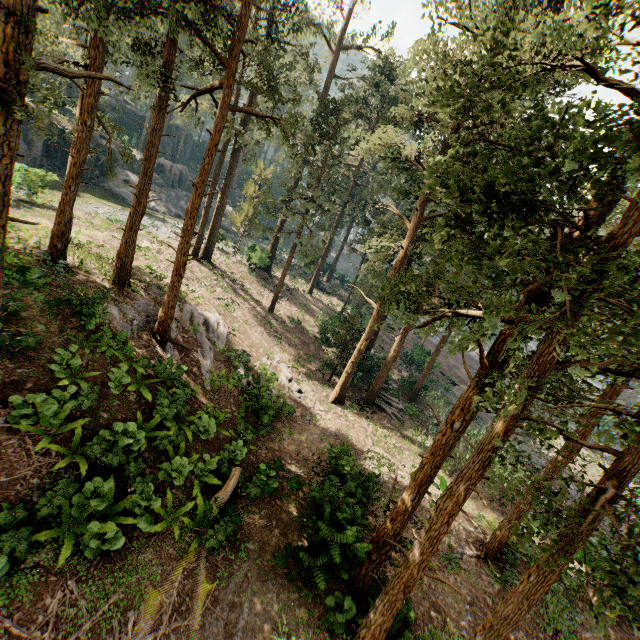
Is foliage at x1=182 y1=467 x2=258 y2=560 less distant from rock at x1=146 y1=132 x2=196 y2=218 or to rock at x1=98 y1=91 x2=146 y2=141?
rock at x1=98 y1=91 x2=146 y2=141

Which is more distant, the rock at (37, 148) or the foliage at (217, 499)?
the rock at (37, 148)

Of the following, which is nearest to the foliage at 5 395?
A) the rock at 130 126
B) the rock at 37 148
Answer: the rock at 130 126

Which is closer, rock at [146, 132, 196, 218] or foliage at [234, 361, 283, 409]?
foliage at [234, 361, 283, 409]

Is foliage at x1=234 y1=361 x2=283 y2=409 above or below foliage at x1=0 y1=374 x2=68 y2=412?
below

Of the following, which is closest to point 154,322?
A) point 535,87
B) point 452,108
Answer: point 452,108

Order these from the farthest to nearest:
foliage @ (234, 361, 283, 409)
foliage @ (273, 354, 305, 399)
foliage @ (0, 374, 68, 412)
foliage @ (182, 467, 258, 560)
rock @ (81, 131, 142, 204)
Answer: rock @ (81, 131, 142, 204)
foliage @ (273, 354, 305, 399)
foliage @ (234, 361, 283, 409)
foliage @ (182, 467, 258, 560)
foliage @ (0, 374, 68, 412)
